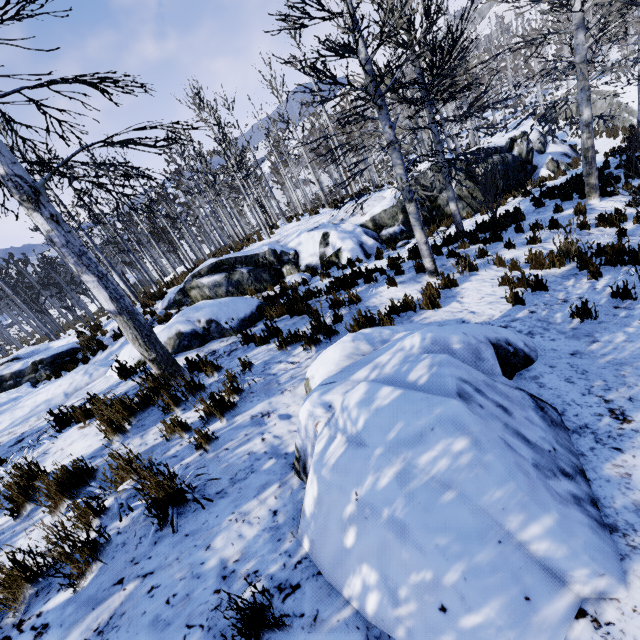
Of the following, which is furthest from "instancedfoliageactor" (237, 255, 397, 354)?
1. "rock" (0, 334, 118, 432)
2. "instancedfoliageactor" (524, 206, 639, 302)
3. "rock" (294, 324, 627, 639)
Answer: "instancedfoliageactor" (524, 206, 639, 302)

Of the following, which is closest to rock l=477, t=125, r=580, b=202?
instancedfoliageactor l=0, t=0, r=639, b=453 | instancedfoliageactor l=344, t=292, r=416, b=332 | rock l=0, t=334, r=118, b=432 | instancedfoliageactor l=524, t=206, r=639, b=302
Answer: instancedfoliageactor l=0, t=0, r=639, b=453

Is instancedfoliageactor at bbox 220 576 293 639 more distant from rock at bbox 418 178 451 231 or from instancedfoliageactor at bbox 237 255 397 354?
rock at bbox 418 178 451 231

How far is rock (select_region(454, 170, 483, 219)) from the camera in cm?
1383

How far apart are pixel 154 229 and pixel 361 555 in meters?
30.5

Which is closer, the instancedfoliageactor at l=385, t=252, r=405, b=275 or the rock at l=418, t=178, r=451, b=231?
the instancedfoliageactor at l=385, t=252, r=405, b=275

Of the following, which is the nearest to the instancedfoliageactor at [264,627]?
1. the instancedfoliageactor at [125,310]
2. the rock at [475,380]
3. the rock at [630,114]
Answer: the instancedfoliageactor at [125,310]

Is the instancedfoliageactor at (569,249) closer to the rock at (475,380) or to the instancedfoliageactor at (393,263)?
the rock at (475,380)
